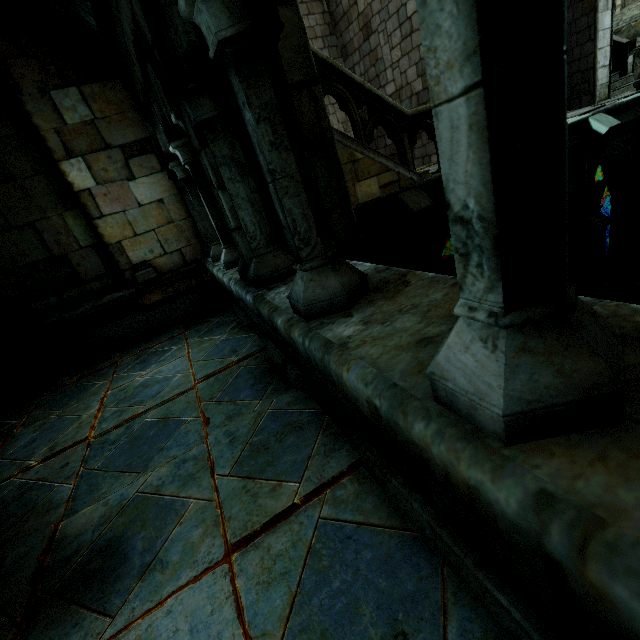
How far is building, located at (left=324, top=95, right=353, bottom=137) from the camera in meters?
11.1

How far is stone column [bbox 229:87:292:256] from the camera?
2.1m

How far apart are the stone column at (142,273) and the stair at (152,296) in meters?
0.2 m

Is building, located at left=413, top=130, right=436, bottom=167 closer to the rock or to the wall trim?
the rock

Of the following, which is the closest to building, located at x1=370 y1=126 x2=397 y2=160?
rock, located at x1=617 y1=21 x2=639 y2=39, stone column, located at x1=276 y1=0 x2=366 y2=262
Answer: rock, located at x1=617 y1=21 x2=639 y2=39

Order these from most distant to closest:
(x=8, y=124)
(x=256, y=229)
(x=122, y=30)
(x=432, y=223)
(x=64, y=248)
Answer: (x=432, y=223) → (x=64, y=248) → (x=8, y=124) → (x=122, y=30) → (x=256, y=229)

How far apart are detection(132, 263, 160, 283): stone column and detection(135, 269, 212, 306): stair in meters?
0.2

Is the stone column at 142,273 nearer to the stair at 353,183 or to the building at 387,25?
the stair at 353,183
